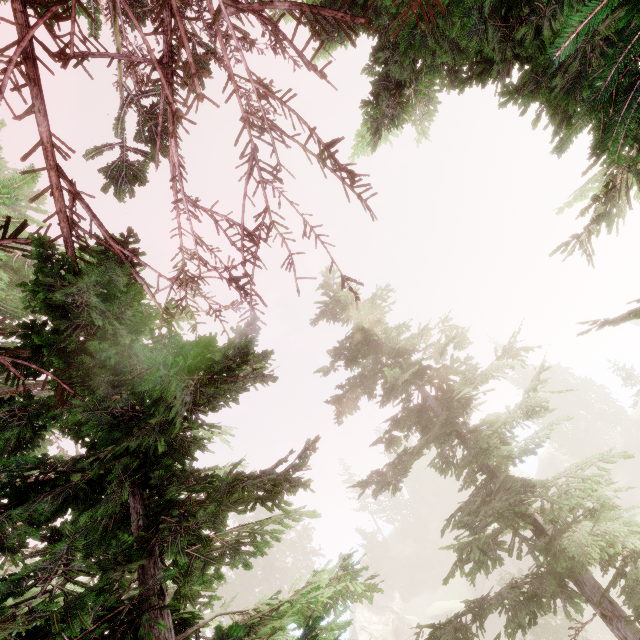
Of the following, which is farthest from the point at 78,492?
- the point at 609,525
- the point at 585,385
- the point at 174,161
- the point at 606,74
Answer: the point at 585,385

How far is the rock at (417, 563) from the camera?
44.7 meters

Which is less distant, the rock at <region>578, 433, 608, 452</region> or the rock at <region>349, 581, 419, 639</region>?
the rock at <region>349, 581, 419, 639</region>

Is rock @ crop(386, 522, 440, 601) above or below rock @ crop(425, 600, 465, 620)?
above

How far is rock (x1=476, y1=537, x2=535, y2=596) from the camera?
34.8 meters

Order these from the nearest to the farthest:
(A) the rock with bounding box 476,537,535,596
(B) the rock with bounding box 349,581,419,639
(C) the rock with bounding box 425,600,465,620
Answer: (A) the rock with bounding box 476,537,535,596 < (C) the rock with bounding box 425,600,465,620 < (B) the rock with bounding box 349,581,419,639
